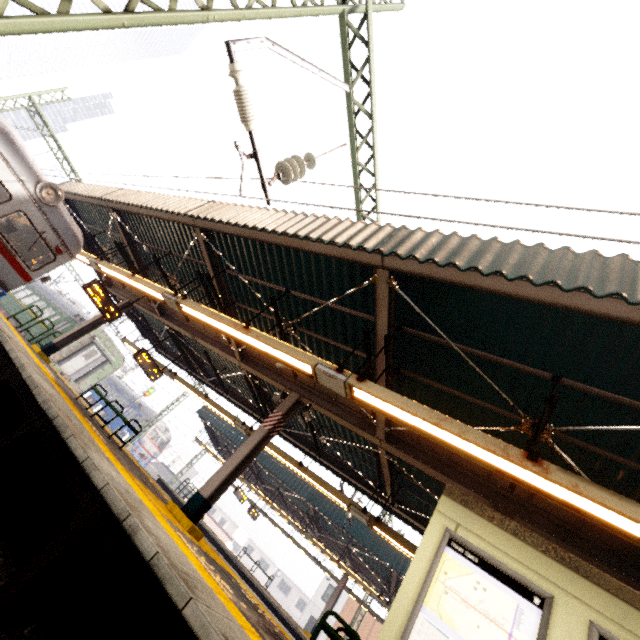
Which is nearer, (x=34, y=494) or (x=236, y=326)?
(x=34, y=494)

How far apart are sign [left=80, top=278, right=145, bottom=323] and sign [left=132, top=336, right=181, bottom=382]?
1.7m

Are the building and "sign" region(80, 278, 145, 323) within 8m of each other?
no

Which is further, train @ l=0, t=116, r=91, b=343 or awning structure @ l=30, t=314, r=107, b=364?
awning structure @ l=30, t=314, r=107, b=364

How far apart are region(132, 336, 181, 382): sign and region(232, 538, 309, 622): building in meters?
57.8

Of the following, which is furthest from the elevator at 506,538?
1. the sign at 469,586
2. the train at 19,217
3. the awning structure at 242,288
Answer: the train at 19,217

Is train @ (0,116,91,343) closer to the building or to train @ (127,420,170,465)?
train @ (127,420,170,465)

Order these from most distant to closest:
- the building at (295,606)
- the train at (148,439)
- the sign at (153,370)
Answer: the building at (295,606), the train at (148,439), the sign at (153,370)
